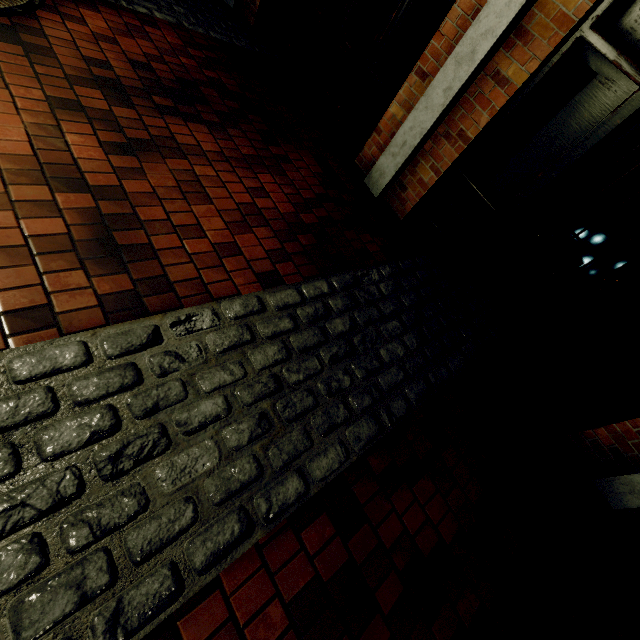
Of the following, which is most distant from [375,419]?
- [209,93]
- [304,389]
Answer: [209,93]
